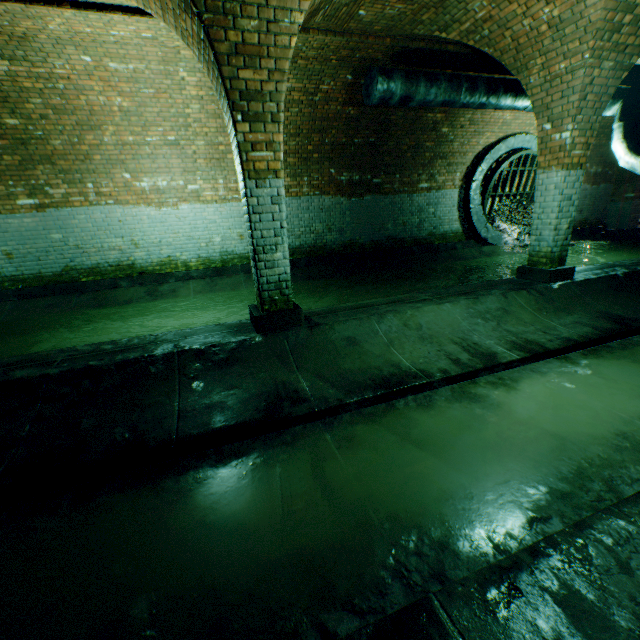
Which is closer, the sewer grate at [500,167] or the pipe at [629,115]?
the pipe at [629,115]

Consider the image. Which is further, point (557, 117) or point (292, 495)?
point (557, 117)

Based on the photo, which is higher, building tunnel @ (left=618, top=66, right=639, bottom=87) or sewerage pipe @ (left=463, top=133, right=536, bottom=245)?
building tunnel @ (left=618, top=66, right=639, bottom=87)

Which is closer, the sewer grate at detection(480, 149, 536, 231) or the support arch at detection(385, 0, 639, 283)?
the support arch at detection(385, 0, 639, 283)

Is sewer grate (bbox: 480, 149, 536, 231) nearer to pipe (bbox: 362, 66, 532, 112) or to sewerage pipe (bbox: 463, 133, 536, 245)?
sewerage pipe (bbox: 463, 133, 536, 245)

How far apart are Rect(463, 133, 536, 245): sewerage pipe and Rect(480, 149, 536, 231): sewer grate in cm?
1

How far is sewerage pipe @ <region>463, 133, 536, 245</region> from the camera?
9.88m

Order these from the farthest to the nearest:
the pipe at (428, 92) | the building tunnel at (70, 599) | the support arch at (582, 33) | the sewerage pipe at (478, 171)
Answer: the sewerage pipe at (478, 171)
the pipe at (428, 92)
the support arch at (582, 33)
the building tunnel at (70, 599)
